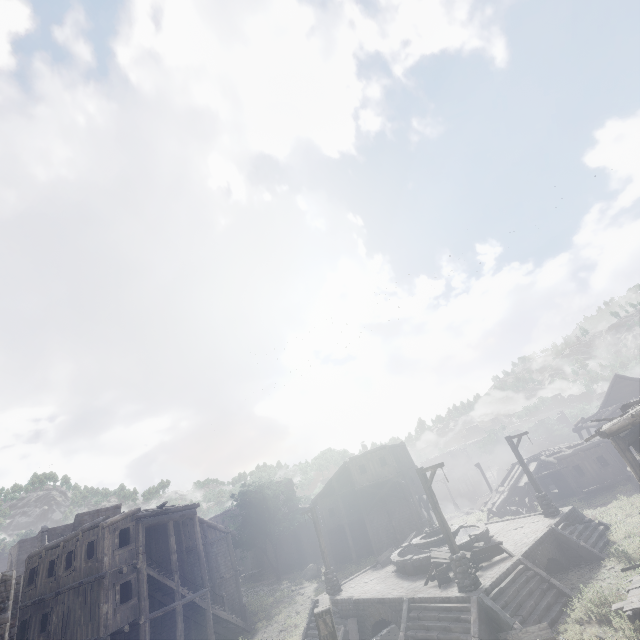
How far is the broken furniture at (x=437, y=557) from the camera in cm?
1490

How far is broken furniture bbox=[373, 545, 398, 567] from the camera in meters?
21.8 m

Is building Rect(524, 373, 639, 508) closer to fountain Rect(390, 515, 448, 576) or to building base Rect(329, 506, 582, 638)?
building base Rect(329, 506, 582, 638)

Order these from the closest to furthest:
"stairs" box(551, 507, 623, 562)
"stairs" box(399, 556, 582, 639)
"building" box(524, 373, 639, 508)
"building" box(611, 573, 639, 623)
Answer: "building" box(611, 573, 639, 623), "stairs" box(399, 556, 582, 639), "building" box(524, 373, 639, 508), "stairs" box(551, 507, 623, 562)

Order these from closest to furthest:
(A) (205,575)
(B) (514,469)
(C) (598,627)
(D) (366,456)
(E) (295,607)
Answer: (C) (598,627) → (A) (205,575) → (E) (295,607) → (D) (366,456) → (B) (514,469)

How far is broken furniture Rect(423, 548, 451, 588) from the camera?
14.90m

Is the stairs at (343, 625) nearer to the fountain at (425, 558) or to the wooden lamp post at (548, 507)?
the fountain at (425, 558)

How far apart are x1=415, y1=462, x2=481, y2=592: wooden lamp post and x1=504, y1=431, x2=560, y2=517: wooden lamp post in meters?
9.1
